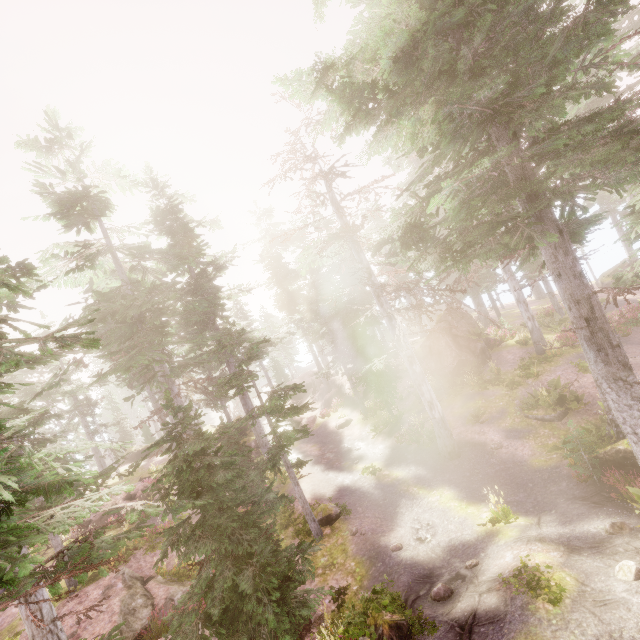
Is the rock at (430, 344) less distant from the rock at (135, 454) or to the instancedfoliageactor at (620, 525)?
the instancedfoliageactor at (620, 525)

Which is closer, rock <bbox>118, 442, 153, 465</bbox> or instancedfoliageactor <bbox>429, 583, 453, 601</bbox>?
instancedfoliageactor <bbox>429, 583, 453, 601</bbox>

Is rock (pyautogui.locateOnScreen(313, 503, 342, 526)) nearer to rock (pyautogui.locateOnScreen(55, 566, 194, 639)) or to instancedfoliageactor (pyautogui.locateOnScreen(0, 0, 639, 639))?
instancedfoliageactor (pyautogui.locateOnScreen(0, 0, 639, 639))

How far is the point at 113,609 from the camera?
12.16m

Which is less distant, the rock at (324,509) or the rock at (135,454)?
the rock at (324,509)

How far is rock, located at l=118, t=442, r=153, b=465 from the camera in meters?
38.9

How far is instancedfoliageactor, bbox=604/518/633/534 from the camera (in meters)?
8.57

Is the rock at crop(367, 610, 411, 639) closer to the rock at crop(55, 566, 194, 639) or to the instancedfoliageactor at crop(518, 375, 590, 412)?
the instancedfoliageactor at crop(518, 375, 590, 412)
